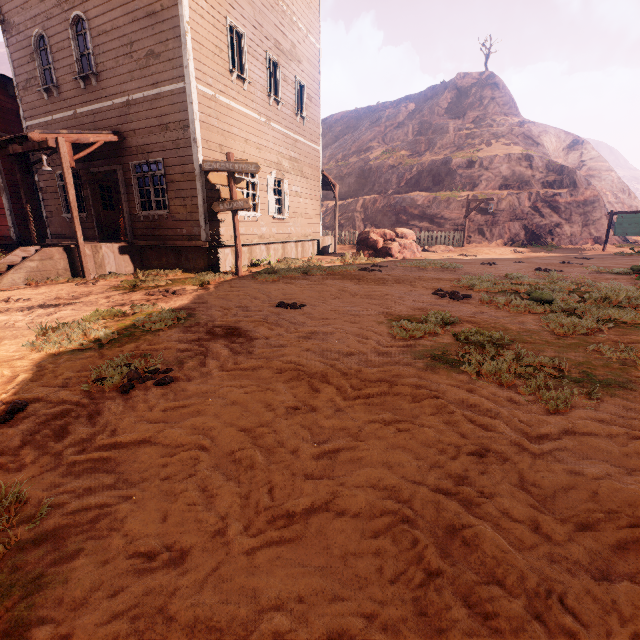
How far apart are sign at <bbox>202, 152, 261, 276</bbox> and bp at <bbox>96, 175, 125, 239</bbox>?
5.1m

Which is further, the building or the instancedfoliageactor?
the instancedfoliageactor

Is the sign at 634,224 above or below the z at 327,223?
below

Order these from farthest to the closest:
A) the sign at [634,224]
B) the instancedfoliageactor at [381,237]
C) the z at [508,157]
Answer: the sign at [634,224], the instancedfoliageactor at [381,237], the z at [508,157]

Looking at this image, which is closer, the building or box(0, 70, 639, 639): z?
box(0, 70, 639, 639): z

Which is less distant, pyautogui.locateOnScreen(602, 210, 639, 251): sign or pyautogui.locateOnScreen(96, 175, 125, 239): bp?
pyautogui.locateOnScreen(96, 175, 125, 239): bp

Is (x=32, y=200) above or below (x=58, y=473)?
above

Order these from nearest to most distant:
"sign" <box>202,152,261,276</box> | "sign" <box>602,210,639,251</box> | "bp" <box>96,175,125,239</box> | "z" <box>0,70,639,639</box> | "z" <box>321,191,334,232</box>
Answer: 1. "z" <box>0,70,639,639</box>
2. "sign" <box>202,152,261,276</box>
3. "bp" <box>96,175,125,239</box>
4. "sign" <box>602,210,639,251</box>
5. "z" <box>321,191,334,232</box>
